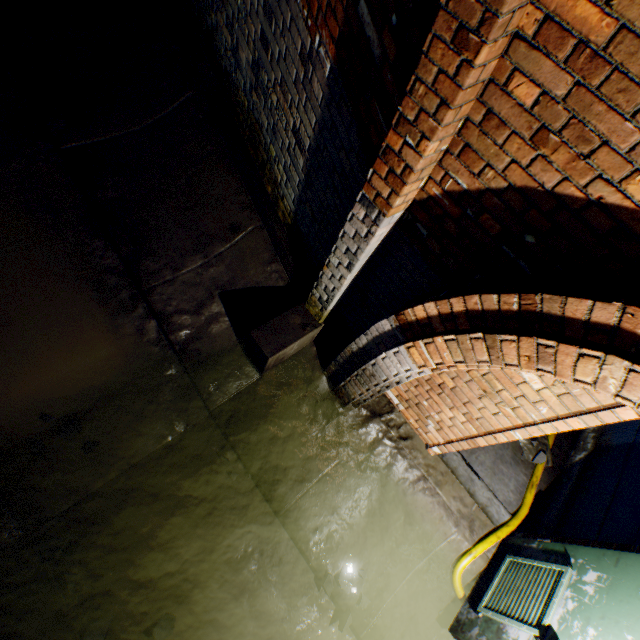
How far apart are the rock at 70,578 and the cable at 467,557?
3.35m

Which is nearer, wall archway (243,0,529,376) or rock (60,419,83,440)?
wall archway (243,0,529,376)

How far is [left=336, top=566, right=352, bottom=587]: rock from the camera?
3.0 meters

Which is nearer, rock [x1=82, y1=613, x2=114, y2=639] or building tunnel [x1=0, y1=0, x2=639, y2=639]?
building tunnel [x1=0, y1=0, x2=639, y2=639]

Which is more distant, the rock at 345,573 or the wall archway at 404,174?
the rock at 345,573

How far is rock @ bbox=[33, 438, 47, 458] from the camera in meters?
2.7 m

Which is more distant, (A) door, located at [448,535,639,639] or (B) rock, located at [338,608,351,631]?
(B) rock, located at [338,608,351,631]

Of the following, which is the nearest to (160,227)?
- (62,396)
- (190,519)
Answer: (62,396)
